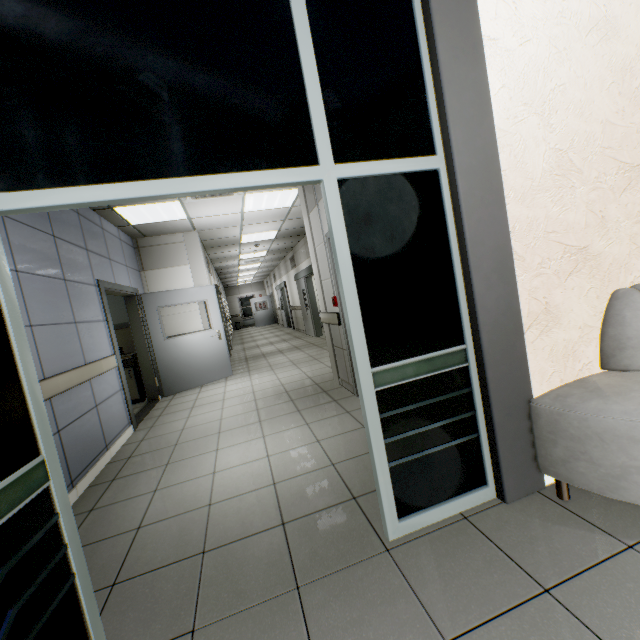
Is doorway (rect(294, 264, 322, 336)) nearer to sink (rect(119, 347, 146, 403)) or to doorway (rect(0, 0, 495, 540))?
sink (rect(119, 347, 146, 403))

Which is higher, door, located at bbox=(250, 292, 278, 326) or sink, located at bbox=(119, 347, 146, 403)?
sink, located at bbox=(119, 347, 146, 403)

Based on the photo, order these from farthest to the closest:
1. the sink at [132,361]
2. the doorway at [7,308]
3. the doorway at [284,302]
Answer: the doorway at [284,302] < the sink at [132,361] < the doorway at [7,308]

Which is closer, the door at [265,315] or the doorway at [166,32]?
the doorway at [166,32]

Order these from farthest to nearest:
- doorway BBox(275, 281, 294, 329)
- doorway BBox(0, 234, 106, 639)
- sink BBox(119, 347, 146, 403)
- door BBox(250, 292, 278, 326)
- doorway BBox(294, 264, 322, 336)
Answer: door BBox(250, 292, 278, 326), doorway BBox(275, 281, 294, 329), doorway BBox(294, 264, 322, 336), sink BBox(119, 347, 146, 403), doorway BBox(0, 234, 106, 639)

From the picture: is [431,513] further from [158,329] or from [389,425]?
[158,329]

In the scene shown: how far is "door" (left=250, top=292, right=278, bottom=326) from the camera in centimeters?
2223cm

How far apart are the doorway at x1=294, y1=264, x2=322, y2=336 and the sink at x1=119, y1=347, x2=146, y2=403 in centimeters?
494cm
